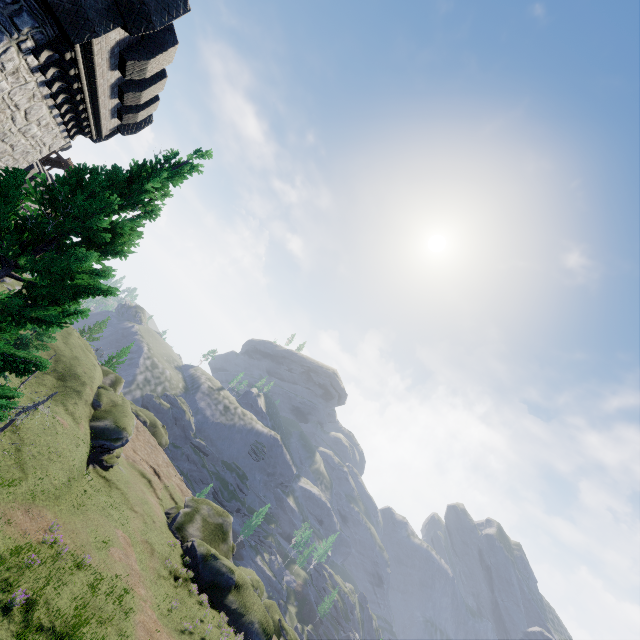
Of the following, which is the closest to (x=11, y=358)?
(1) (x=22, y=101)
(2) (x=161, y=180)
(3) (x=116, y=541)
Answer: (2) (x=161, y=180)

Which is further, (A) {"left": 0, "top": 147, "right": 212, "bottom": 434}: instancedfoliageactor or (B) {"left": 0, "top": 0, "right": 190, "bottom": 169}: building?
(B) {"left": 0, "top": 0, "right": 190, "bottom": 169}: building

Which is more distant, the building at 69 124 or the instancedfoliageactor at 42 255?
the building at 69 124
